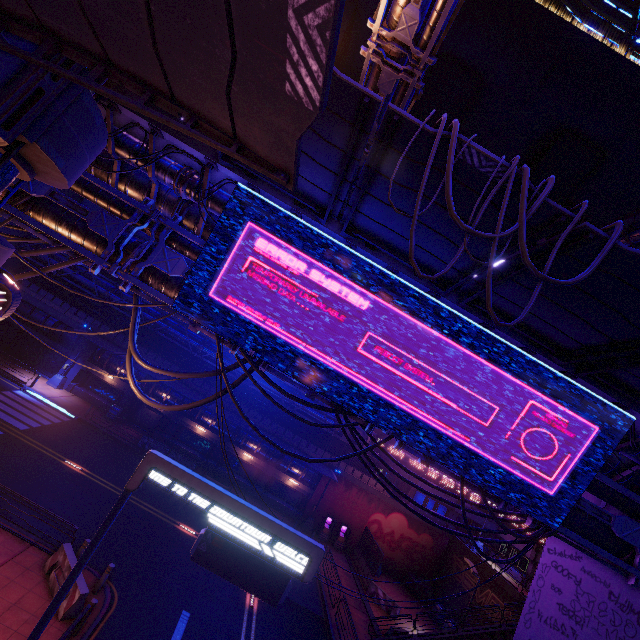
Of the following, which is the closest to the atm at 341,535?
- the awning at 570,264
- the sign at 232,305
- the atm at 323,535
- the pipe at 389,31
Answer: the atm at 323,535

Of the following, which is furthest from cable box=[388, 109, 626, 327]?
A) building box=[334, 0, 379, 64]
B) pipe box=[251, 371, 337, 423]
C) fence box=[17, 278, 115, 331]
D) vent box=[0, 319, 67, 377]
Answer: vent box=[0, 319, 67, 377]

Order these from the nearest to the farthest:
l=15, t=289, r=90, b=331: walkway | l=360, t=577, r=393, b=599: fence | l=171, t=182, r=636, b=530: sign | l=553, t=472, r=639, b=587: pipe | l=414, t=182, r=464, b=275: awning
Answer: l=414, t=182, r=464, b=275: awning < l=171, t=182, r=636, b=530: sign < l=553, t=472, r=639, b=587: pipe < l=360, t=577, r=393, b=599: fence < l=15, t=289, r=90, b=331: walkway

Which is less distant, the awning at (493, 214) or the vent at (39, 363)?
the awning at (493, 214)

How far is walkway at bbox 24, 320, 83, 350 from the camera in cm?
3033

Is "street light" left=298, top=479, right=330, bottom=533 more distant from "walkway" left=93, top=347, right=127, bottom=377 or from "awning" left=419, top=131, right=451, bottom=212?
"awning" left=419, top=131, right=451, bottom=212

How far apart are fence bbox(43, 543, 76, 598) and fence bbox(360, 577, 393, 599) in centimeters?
2027cm

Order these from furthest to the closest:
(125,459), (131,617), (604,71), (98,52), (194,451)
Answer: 1. (604,71)
2. (194,451)
3. (125,459)
4. (131,617)
5. (98,52)
